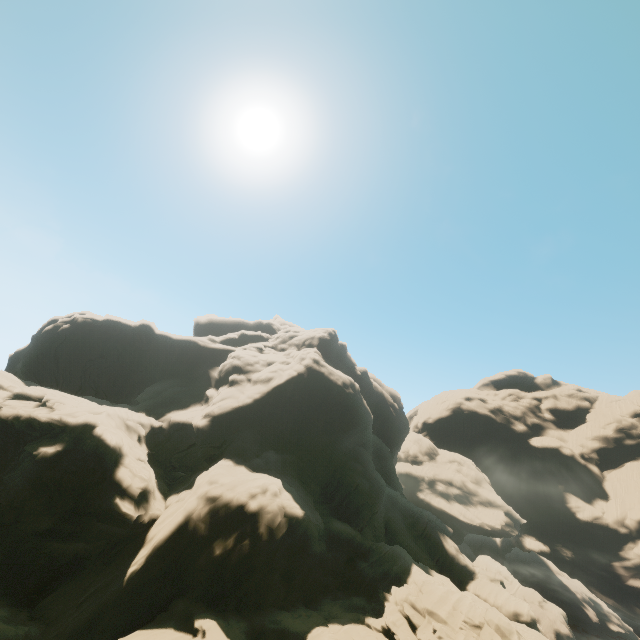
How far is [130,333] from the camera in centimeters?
4622cm
